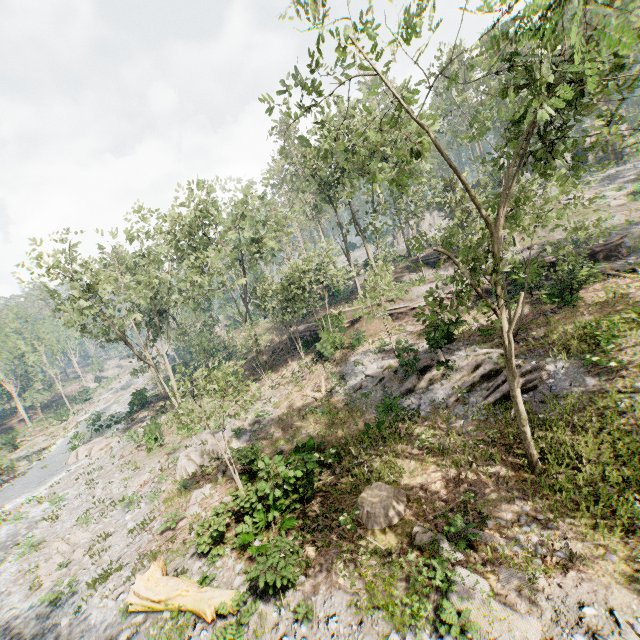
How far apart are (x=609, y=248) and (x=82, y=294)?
40.1m

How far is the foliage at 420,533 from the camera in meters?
9.2 m

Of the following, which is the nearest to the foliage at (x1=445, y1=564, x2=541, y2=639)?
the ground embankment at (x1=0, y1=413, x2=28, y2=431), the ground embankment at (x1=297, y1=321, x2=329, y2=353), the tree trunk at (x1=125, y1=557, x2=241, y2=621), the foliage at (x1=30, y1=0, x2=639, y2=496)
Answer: the foliage at (x1=30, y1=0, x2=639, y2=496)

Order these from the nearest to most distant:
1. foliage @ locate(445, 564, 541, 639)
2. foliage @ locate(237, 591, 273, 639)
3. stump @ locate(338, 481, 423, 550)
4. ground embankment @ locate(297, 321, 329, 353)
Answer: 1. foliage @ locate(445, 564, 541, 639)
2. foliage @ locate(237, 591, 273, 639)
3. stump @ locate(338, 481, 423, 550)
4. ground embankment @ locate(297, 321, 329, 353)

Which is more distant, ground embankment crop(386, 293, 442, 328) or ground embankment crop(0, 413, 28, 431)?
ground embankment crop(0, 413, 28, 431)

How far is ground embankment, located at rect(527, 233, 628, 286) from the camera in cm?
1973

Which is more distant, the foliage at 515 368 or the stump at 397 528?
the stump at 397 528

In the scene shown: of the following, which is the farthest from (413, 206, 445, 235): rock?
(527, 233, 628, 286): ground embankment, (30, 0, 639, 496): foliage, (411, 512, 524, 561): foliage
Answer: (411, 512, 524, 561): foliage
